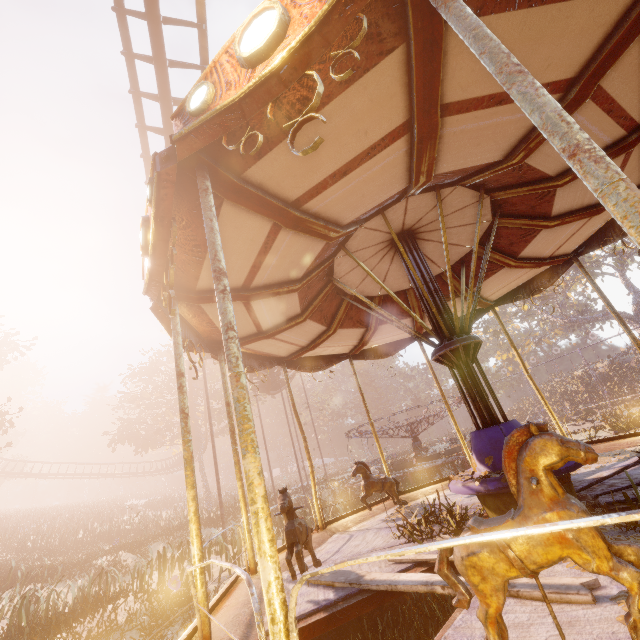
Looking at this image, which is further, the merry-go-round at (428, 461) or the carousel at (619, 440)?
the merry-go-round at (428, 461)

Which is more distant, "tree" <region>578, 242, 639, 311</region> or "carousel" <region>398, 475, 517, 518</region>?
"tree" <region>578, 242, 639, 311</region>

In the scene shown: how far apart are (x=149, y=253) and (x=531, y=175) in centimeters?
445cm

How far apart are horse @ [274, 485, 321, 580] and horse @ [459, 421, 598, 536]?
2.0 meters

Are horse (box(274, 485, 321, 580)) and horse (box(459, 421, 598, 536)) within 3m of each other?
yes

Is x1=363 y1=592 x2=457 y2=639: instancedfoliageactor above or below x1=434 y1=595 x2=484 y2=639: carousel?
below

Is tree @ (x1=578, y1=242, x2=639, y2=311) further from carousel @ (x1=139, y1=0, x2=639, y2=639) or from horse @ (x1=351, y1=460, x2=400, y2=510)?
horse @ (x1=351, y1=460, x2=400, y2=510)

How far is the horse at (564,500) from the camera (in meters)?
1.52
